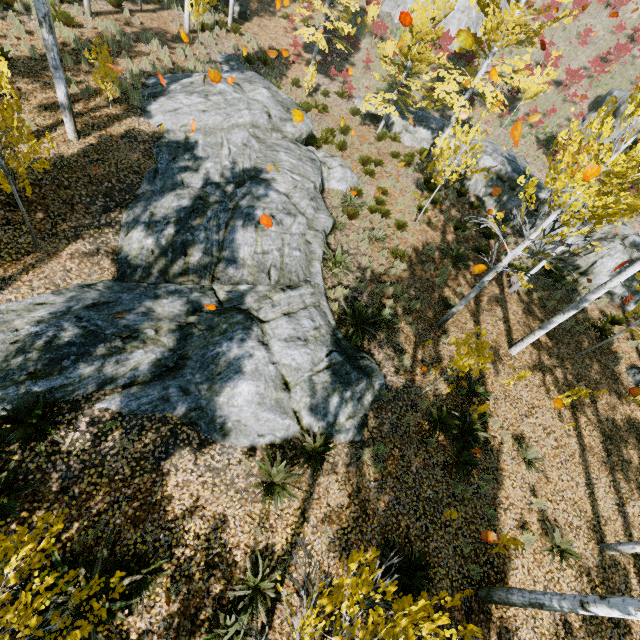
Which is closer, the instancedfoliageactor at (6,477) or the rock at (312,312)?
the instancedfoliageactor at (6,477)

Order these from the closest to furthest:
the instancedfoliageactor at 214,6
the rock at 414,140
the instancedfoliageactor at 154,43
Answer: the instancedfoliageactor at 154,43 < the instancedfoliageactor at 214,6 < the rock at 414,140

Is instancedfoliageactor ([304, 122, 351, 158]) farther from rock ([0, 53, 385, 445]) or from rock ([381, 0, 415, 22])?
rock ([381, 0, 415, 22])

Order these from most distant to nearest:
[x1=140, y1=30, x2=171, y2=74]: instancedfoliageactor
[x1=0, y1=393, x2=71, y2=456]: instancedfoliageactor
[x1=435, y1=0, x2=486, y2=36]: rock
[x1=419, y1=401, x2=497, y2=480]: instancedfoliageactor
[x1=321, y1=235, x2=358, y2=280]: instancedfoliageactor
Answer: [x1=435, y1=0, x2=486, y2=36]: rock < [x1=140, y1=30, x2=171, y2=74]: instancedfoliageactor < [x1=321, y1=235, x2=358, y2=280]: instancedfoliageactor < [x1=419, y1=401, x2=497, y2=480]: instancedfoliageactor < [x1=0, y1=393, x2=71, y2=456]: instancedfoliageactor

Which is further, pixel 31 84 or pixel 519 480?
pixel 31 84

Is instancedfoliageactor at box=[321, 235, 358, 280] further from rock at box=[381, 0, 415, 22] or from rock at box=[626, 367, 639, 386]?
rock at box=[381, 0, 415, 22]

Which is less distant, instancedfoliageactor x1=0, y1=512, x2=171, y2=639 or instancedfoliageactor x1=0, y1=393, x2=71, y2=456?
instancedfoliageactor x1=0, y1=512, x2=171, y2=639

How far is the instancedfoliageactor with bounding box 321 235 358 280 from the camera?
10.43m
